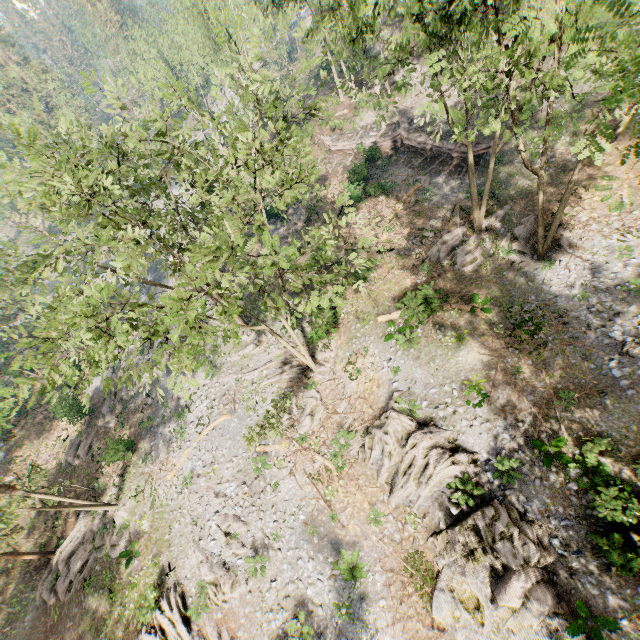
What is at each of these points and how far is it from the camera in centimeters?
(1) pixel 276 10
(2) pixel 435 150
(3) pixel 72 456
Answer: (1) foliage, 3206cm
(2) ground embankment, 2841cm
(3) foliage, 2961cm

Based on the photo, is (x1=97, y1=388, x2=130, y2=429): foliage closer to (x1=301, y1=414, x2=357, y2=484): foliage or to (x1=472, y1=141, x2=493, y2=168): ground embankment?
(x1=472, y1=141, x2=493, y2=168): ground embankment

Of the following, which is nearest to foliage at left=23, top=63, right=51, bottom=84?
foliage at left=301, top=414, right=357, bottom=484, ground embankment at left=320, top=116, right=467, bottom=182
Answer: ground embankment at left=320, top=116, right=467, bottom=182

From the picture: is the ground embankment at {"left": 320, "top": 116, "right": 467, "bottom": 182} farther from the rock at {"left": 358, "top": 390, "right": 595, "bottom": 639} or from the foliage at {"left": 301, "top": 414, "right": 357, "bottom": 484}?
the foliage at {"left": 301, "top": 414, "right": 357, "bottom": 484}

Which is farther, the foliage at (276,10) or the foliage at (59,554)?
the foliage at (59,554)

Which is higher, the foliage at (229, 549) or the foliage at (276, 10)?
the foliage at (276, 10)
